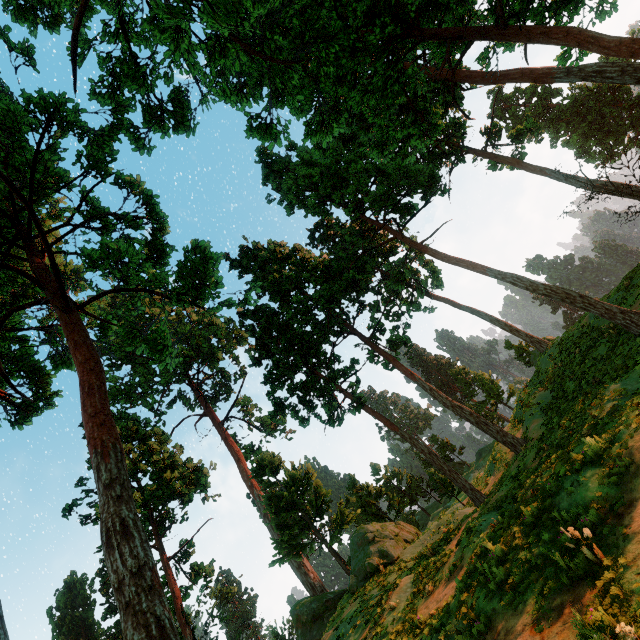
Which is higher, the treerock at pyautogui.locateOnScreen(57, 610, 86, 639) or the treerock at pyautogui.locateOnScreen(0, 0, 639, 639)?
the treerock at pyautogui.locateOnScreen(57, 610, 86, 639)

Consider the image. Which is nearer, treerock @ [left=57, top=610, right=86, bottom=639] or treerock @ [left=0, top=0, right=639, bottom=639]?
treerock @ [left=0, top=0, right=639, bottom=639]

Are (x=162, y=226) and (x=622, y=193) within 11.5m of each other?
no

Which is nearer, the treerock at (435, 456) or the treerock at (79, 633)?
the treerock at (435, 456)

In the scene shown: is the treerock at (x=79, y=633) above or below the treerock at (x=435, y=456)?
above
